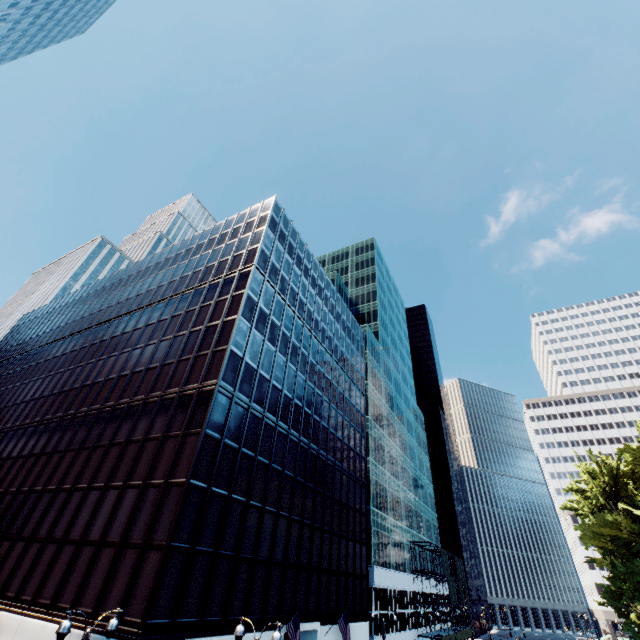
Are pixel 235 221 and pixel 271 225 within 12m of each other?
yes

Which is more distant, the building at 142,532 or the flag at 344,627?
the flag at 344,627

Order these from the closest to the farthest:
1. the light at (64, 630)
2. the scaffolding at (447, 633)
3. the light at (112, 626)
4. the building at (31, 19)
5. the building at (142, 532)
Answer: the light at (64, 630)
the light at (112, 626)
the building at (142, 532)
the scaffolding at (447, 633)
the building at (31, 19)

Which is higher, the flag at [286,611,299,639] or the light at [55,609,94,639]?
the light at [55,609,94,639]

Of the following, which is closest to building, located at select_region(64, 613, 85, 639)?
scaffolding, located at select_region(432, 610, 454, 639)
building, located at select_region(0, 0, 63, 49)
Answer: scaffolding, located at select_region(432, 610, 454, 639)

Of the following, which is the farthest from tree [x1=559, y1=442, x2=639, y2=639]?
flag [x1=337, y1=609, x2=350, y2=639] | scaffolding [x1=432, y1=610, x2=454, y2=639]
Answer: flag [x1=337, y1=609, x2=350, y2=639]

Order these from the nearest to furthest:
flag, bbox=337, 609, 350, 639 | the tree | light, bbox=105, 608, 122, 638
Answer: light, bbox=105, 608, 122, 638 < flag, bbox=337, 609, 350, 639 < the tree

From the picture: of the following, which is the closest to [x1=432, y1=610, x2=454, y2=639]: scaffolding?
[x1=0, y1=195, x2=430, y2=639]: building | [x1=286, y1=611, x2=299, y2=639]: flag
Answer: [x1=0, y1=195, x2=430, y2=639]: building
